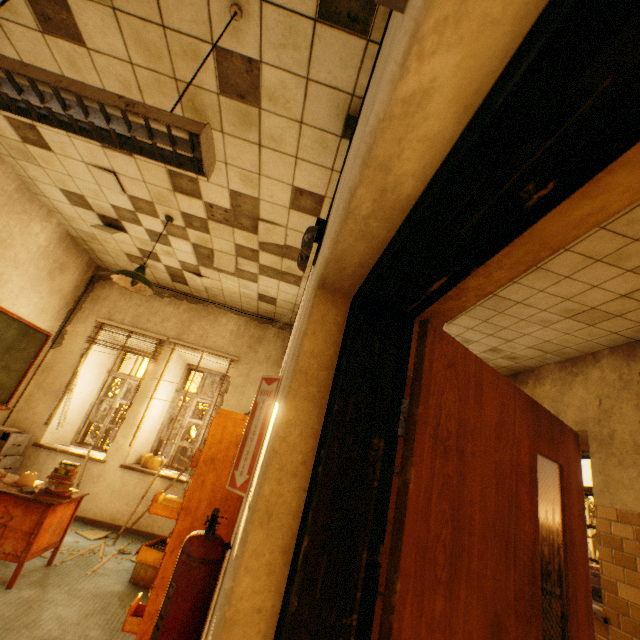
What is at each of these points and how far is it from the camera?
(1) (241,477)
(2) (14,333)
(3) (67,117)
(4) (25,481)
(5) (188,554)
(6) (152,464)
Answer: (1) sign, 1.38m
(2) blackboard, 4.73m
(3) lamp, 1.60m
(4) telephone, 3.35m
(5) fire extinguisher, 1.25m
(6) cardboard box, 5.35m

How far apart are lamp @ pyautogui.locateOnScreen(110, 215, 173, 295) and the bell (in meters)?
2.42

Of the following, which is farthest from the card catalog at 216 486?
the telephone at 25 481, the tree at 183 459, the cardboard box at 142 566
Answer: the tree at 183 459

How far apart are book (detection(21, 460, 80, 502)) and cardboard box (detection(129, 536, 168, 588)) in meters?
1.0 m

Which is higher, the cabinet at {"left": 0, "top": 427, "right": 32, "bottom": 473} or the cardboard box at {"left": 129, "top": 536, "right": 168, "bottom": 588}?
the cabinet at {"left": 0, "top": 427, "right": 32, "bottom": 473}

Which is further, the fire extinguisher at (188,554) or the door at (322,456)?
the fire extinguisher at (188,554)

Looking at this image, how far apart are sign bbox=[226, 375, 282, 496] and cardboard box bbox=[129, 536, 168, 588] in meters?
3.0 m

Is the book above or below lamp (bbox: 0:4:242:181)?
below
